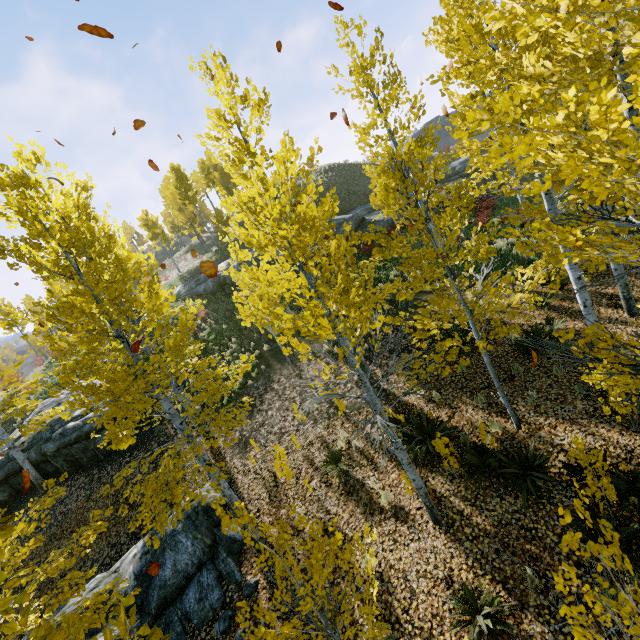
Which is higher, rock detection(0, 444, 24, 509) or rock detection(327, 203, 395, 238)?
rock detection(327, 203, 395, 238)

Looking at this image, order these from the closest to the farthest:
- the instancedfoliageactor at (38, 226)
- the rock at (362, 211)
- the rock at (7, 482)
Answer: the instancedfoliageactor at (38, 226) → the rock at (7, 482) → the rock at (362, 211)

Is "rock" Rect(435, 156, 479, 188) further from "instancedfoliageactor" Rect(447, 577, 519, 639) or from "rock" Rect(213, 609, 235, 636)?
"rock" Rect(213, 609, 235, 636)

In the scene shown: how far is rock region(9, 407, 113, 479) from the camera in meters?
13.2

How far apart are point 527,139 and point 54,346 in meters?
12.4 m

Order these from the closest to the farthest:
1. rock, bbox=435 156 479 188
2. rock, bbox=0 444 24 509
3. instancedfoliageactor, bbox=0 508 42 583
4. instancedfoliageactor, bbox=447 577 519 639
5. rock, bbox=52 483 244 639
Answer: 1. instancedfoliageactor, bbox=0 508 42 583
2. instancedfoliageactor, bbox=447 577 519 639
3. rock, bbox=52 483 244 639
4. rock, bbox=0 444 24 509
5. rock, bbox=435 156 479 188

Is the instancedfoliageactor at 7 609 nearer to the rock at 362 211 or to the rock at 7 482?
the rock at 7 482

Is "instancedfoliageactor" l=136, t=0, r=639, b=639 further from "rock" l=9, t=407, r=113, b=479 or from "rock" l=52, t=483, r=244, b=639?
"rock" l=9, t=407, r=113, b=479
